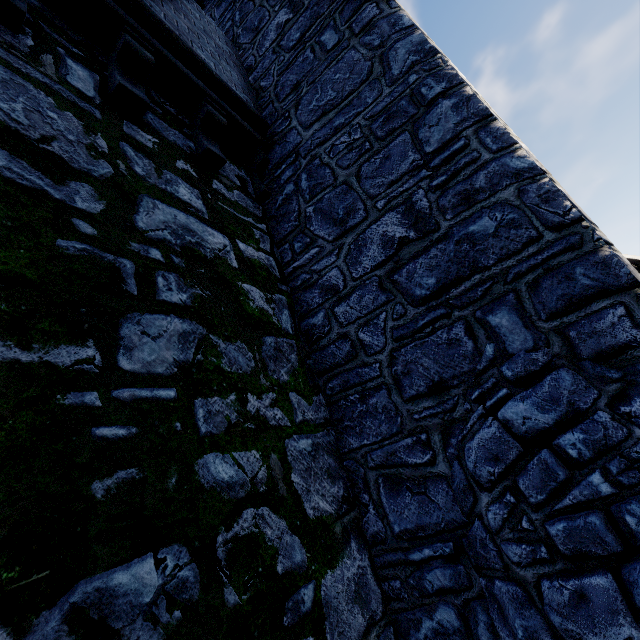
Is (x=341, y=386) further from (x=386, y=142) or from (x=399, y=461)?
(x=386, y=142)
